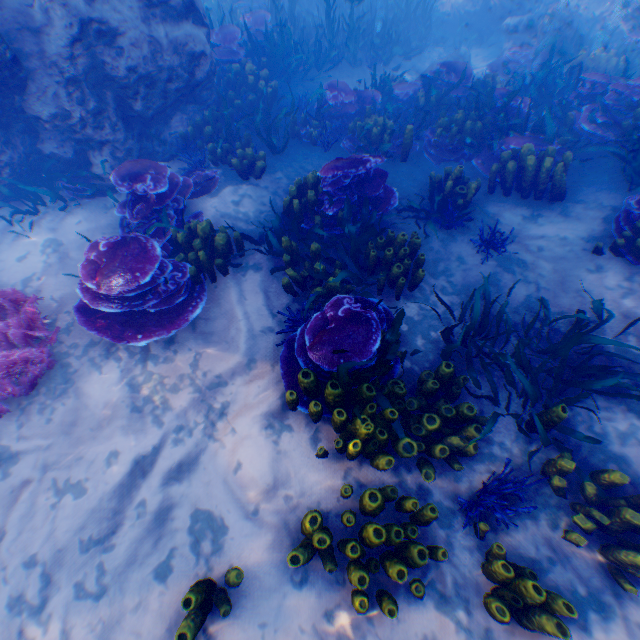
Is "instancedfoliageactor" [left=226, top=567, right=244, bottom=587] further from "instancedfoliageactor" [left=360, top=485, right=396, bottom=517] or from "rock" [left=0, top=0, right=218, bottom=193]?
"rock" [left=0, top=0, right=218, bottom=193]

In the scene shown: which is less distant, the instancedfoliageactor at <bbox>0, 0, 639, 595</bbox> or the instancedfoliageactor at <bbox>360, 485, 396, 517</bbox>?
the instancedfoliageactor at <bbox>360, 485, 396, 517</bbox>

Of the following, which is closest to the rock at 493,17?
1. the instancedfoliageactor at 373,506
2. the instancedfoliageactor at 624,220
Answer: the instancedfoliageactor at 624,220

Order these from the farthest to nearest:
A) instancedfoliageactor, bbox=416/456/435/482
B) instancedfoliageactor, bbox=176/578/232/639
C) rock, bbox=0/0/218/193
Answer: rock, bbox=0/0/218/193
instancedfoliageactor, bbox=416/456/435/482
instancedfoliageactor, bbox=176/578/232/639

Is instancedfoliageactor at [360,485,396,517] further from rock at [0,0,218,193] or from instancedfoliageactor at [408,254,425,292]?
rock at [0,0,218,193]

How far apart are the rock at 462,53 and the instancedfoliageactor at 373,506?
10.68m

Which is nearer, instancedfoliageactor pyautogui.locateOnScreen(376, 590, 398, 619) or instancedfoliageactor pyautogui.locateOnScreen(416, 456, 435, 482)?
instancedfoliageactor pyautogui.locateOnScreen(376, 590, 398, 619)

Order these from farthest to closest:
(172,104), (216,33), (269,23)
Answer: (269,23)
(216,33)
(172,104)
